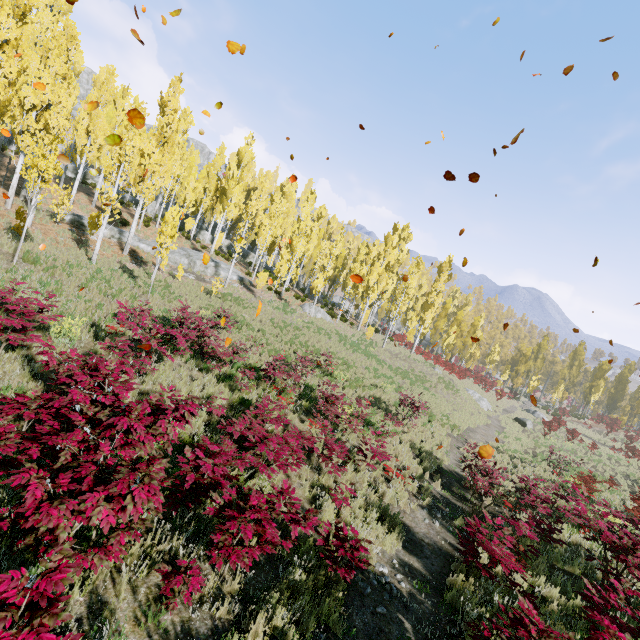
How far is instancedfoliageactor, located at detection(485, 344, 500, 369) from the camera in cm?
4703

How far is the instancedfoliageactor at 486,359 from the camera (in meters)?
47.03

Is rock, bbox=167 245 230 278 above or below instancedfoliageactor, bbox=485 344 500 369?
below

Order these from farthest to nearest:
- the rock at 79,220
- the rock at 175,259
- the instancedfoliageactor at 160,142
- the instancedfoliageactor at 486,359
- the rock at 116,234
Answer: the instancedfoliageactor at 486,359 → the rock at 175,259 → the rock at 116,234 → the rock at 79,220 → the instancedfoliageactor at 160,142

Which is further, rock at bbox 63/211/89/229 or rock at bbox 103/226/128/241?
rock at bbox 103/226/128/241

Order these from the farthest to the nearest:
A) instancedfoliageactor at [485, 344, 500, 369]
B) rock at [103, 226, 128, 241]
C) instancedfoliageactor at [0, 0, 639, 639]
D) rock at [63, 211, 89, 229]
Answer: instancedfoliageactor at [485, 344, 500, 369] → rock at [103, 226, 128, 241] → rock at [63, 211, 89, 229] → instancedfoliageactor at [0, 0, 639, 639]

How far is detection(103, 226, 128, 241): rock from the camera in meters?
22.7 m

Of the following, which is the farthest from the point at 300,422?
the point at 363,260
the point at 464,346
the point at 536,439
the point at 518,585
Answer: the point at 363,260
